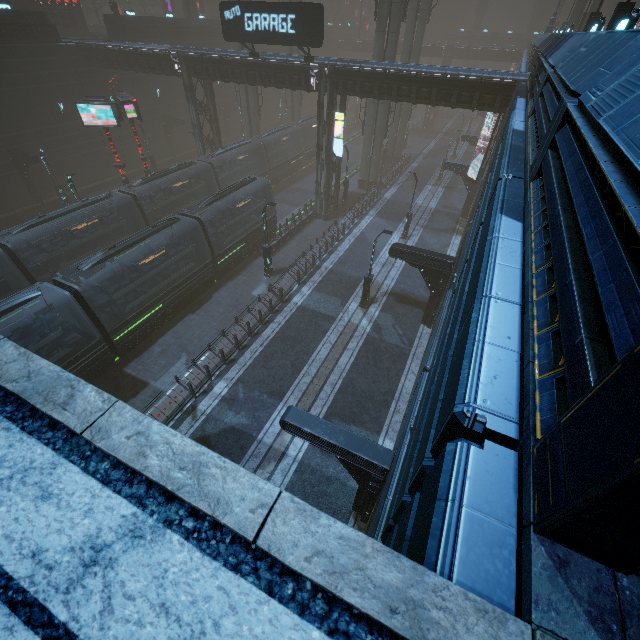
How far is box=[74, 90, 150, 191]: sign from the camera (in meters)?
23.25

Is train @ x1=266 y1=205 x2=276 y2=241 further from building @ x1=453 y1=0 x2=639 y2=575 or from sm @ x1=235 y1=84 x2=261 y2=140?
sm @ x1=235 y1=84 x2=261 y2=140

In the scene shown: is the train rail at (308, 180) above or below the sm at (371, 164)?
below

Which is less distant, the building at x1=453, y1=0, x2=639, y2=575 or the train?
the building at x1=453, y1=0, x2=639, y2=575

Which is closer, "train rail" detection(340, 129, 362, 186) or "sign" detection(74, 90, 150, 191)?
"sign" detection(74, 90, 150, 191)

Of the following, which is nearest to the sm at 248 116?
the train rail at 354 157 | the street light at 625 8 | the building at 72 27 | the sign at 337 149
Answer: the building at 72 27

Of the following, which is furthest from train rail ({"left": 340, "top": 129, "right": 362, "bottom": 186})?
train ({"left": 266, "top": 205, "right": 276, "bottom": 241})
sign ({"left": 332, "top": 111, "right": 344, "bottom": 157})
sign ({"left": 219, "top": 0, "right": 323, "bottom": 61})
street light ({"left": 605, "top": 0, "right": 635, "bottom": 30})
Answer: street light ({"left": 605, "top": 0, "right": 635, "bottom": 30})

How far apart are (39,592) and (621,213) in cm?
363
